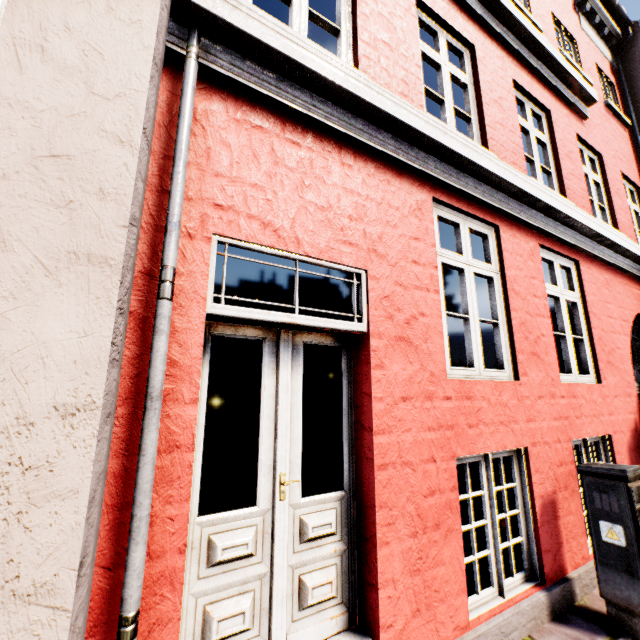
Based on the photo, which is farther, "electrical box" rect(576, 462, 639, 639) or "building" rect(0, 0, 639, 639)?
"electrical box" rect(576, 462, 639, 639)

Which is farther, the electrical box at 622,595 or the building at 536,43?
the electrical box at 622,595

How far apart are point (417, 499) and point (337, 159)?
2.7 meters
